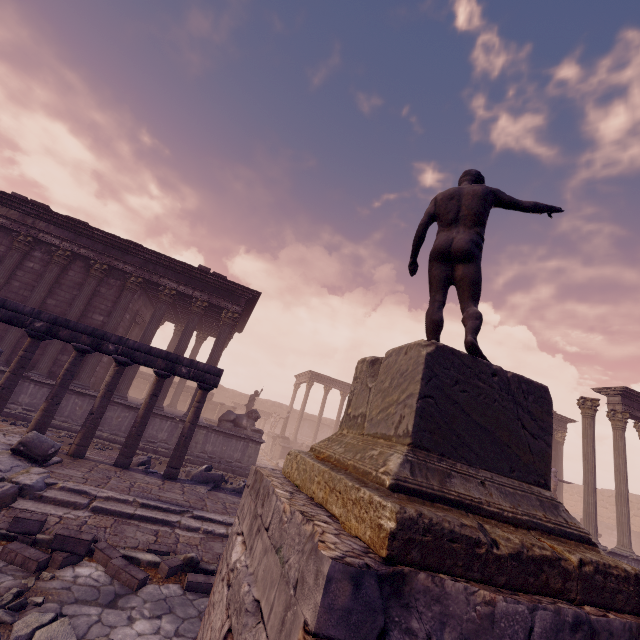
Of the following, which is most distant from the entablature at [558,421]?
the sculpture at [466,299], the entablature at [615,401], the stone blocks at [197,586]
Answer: the stone blocks at [197,586]

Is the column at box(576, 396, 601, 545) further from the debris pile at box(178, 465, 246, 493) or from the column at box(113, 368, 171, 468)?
the column at box(113, 368, 171, 468)

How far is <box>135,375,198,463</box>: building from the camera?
12.1m

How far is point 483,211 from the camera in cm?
364

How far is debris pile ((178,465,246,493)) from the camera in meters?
8.3 m

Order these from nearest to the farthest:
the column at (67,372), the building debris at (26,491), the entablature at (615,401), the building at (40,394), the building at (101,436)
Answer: the building debris at (26,491)
the column at (67,372)
the building at (40,394)
the building at (101,436)
the entablature at (615,401)

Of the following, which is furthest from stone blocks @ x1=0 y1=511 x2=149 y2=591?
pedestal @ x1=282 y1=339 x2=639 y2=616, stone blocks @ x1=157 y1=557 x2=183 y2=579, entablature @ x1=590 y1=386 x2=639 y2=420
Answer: entablature @ x1=590 y1=386 x2=639 y2=420

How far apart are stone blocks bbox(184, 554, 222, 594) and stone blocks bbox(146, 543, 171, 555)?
0.5m
